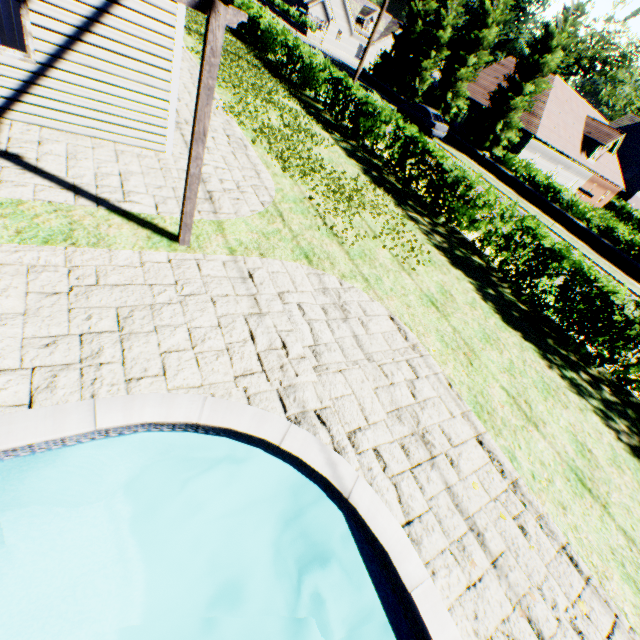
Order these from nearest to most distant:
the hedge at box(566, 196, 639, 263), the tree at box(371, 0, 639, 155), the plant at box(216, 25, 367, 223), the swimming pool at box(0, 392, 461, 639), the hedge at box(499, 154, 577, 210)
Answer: the swimming pool at box(0, 392, 461, 639) → the plant at box(216, 25, 367, 223) → the hedge at box(566, 196, 639, 263) → the hedge at box(499, 154, 577, 210) → the tree at box(371, 0, 639, 155)

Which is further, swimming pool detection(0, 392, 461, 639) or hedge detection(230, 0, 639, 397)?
hedge detection(230, 0, 639, 397)

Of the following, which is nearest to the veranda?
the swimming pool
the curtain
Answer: the curtain

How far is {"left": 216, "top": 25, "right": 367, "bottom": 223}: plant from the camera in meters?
9.4

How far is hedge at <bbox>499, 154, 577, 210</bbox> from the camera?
22.1 meters

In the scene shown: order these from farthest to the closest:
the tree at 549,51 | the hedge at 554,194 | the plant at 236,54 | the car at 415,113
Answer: the car at 415,113 → the tree at 549,51 → the hedge at 554,194 → the plant at 236,54

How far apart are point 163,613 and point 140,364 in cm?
363

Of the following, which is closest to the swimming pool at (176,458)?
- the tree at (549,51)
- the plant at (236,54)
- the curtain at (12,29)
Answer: the plant at (236,54)
